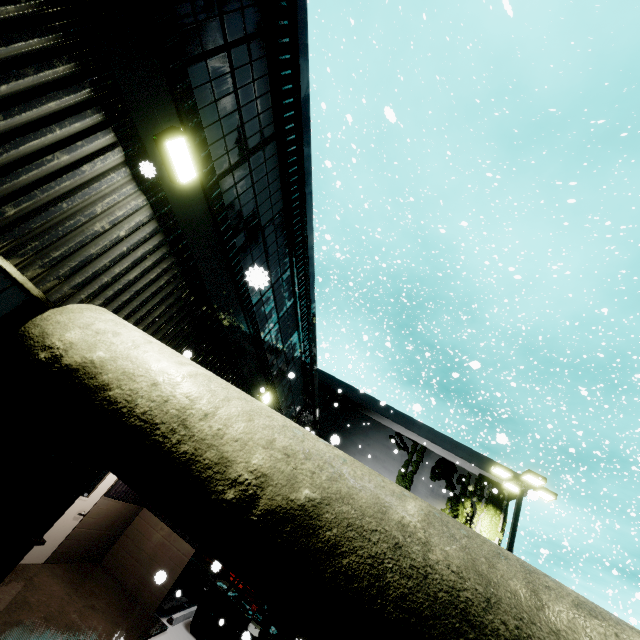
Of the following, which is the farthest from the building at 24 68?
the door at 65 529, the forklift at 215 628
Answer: the forklift at 215 628

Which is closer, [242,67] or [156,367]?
[156,367]

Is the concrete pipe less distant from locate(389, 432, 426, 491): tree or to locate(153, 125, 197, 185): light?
locate(389, 432, 426, 491): tree

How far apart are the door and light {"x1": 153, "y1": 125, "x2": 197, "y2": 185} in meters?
6.1 m

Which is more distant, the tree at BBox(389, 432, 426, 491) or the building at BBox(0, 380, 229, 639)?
the tree at BBox(389, 432, 426, 491)

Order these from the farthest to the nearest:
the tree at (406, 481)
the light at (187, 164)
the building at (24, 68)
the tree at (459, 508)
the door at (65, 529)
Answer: the tree at (406, 481)
the tree at (459, 508)
the door at (65, 529)
the light at (187, 164)
the building at (24, 68)

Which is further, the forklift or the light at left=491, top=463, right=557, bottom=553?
the light at left=491, top=463, right=557, bottom=553

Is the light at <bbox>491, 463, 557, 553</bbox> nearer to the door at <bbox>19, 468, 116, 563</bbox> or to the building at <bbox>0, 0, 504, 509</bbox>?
the building at <bbox>0, 0, 504, 509</bbox>
